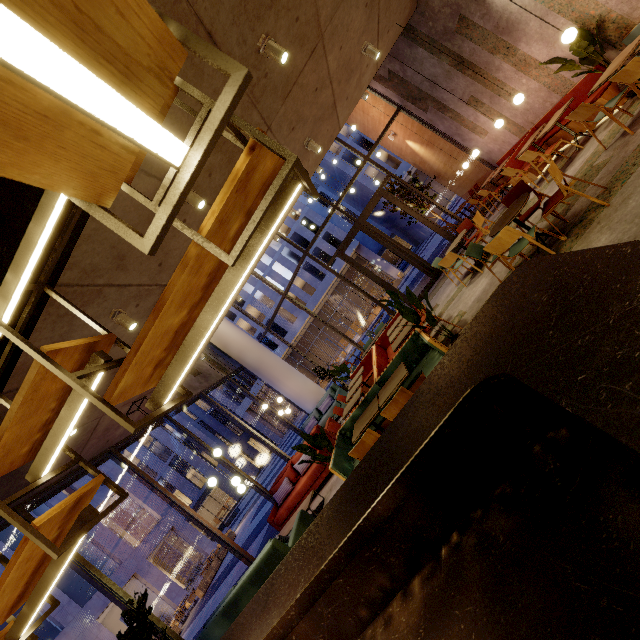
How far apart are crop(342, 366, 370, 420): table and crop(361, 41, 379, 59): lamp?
6.5 meters

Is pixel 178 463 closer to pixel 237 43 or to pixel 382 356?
pixel 382 356

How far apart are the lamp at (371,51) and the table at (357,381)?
6.54m

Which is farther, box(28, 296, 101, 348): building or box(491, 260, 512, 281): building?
box(491, 260, 512, 281): building

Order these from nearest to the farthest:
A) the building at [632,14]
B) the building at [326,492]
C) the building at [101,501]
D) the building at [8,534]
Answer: the building at [632,14] → the building at [8,534] → the building at [326,492] → the building at [101,501]

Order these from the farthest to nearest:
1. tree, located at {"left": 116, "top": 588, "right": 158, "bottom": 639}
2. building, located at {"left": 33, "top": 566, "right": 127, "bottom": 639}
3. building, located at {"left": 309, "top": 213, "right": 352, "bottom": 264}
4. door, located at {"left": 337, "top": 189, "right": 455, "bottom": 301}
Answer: building, located at {"left": 309, "top": 213, "right": 352, "bottom": 264} → building, located at {"left": 33, "top": 566, "right": 127, "bottom": 639} → door, located at {"left": 337, "top": 189, "right": 455, "bottom": 301} → tree, located at {"left": 116, "top": 588, "right": 158, "bottom": 639}

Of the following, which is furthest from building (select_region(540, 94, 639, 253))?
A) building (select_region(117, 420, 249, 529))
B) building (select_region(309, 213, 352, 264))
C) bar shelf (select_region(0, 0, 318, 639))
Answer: building (select_region(117, 420, 249, 529))

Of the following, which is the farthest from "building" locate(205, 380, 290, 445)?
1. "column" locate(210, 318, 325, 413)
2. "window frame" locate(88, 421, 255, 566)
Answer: "column" locate(210, 318, 325, 413)
